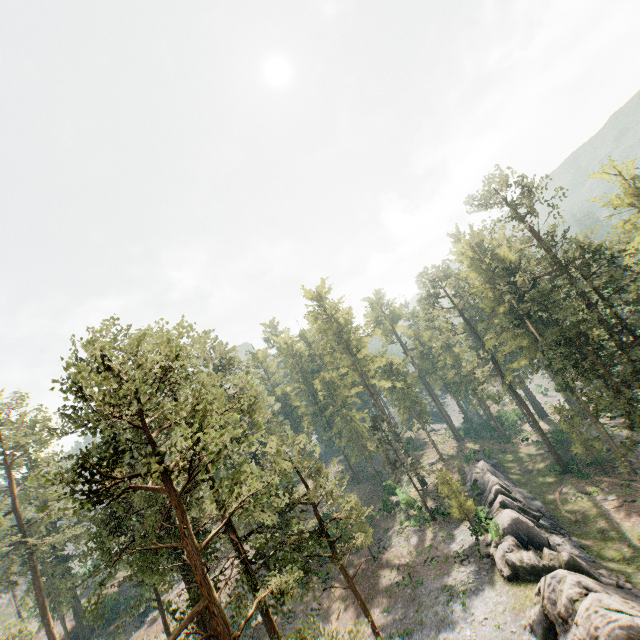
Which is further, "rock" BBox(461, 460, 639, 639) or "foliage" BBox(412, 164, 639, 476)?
"foliage" BBox(412, 164, 639, 476)

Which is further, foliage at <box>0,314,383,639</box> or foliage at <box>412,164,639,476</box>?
foliage at <box>412,164,639,476</box>

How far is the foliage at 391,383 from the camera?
38.66m

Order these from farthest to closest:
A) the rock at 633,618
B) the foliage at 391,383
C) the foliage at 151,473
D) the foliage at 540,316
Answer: the foliage at 391,383 < the foliage at 540,316 < the rock at 633,618 < the foliage at 151,473

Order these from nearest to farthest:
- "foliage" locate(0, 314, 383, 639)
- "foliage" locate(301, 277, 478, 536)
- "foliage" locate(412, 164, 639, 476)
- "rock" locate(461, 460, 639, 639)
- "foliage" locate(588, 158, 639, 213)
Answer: "foliage" locate(0, 314, 383, 639)
"rock" locate(461, 460, 639, 639)
"foliage" locate(412, 164, 639, 476)
"foliage" locate(588, 158, 639, 213)
"foliage" locate(301, 277, 478, 536)

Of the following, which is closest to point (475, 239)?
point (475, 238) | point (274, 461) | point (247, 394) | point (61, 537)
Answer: point (475, 238)

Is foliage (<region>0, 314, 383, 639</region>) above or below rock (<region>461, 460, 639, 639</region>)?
above

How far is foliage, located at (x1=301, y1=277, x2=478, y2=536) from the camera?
38.7 meters
